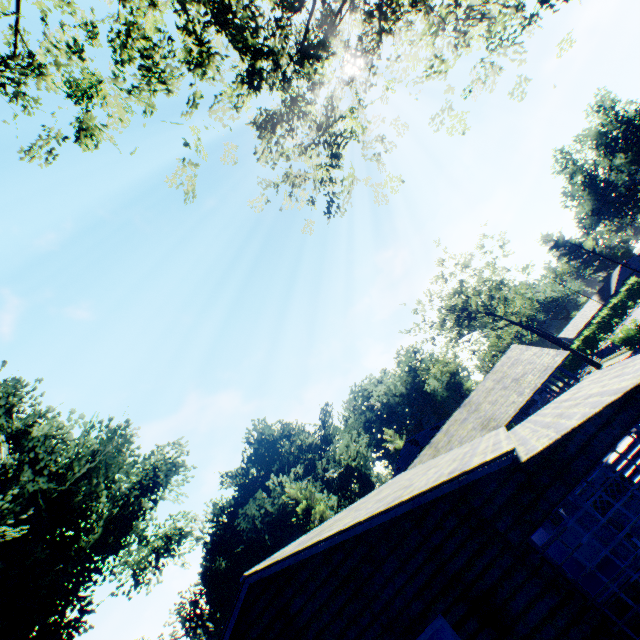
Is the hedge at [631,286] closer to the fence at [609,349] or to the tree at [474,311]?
the fence at [609,349]

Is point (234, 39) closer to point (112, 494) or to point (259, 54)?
point (259, 54)

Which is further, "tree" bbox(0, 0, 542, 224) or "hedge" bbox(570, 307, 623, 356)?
"hedge" bbox(570, 307, 623, 356)

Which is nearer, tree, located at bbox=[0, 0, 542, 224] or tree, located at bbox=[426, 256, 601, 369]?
tree, located at bbox=[0, 0, 542, 224]

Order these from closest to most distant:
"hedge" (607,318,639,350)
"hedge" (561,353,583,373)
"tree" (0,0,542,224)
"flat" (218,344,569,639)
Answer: "flat" (218,344,569,639)
"tree" (0,0,542,224)
"hedge" (607,318,639,350)
"hedge" (561,353,583,373)

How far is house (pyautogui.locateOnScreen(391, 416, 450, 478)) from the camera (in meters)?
37.28

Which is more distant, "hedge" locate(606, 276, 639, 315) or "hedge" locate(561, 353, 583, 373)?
"hedge" locate(561, 353, 583, 373)

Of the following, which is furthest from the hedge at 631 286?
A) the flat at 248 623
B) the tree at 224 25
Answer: the tree at 224 25
